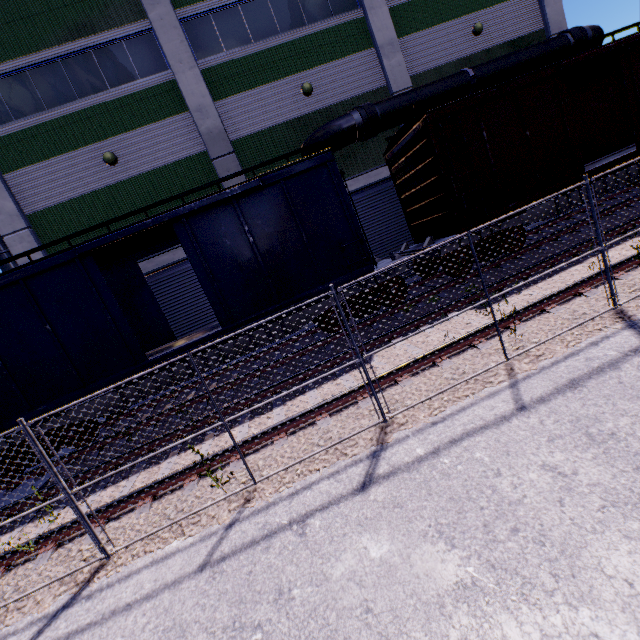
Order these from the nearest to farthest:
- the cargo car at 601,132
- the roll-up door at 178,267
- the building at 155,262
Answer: the cargo car at 601,132 < the building at 155,262 < the roll-up door at 178,267

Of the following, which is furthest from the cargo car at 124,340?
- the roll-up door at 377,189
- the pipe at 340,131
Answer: the roll-up door at 377,189

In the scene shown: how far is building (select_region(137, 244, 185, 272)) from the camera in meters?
12.5

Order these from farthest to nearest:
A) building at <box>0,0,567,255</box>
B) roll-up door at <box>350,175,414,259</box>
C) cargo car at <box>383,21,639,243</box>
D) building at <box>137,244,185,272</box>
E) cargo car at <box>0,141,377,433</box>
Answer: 1. roll-up door at <box>350,175,414,259</box>
2. building at <box>137,244,185,272</box>
3. building at <box>0,0,567,255</box>
4. cargo car at <box>383,21,639,243</box>
5. cargo car at <box>0,141,377,433</box>

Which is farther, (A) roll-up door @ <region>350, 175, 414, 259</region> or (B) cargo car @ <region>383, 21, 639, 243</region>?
(A) roll-up door @ <region>350, 175, 414, 259</region>

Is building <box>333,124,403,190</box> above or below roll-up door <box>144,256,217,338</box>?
above

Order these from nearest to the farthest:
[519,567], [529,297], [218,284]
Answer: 1. [519,567]
2. [529,297]
3. [218,284]

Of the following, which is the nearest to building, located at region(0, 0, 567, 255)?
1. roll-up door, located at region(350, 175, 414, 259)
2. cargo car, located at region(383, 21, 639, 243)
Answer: roll-up door, located at region(350, 175, 414, 259)
